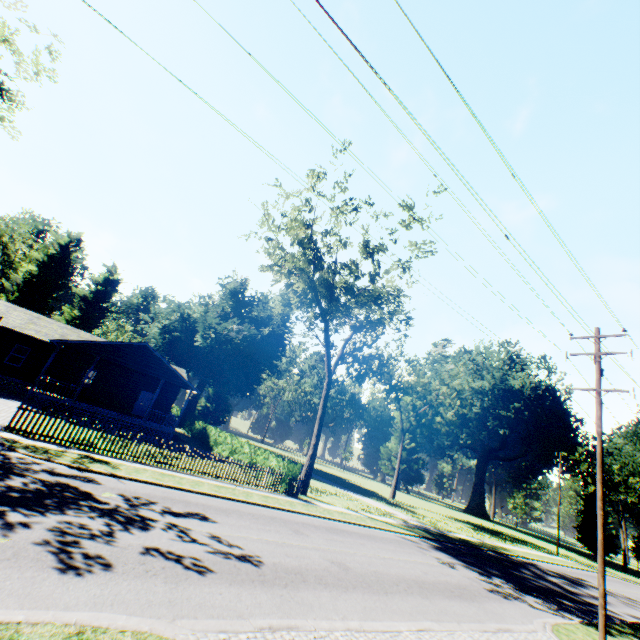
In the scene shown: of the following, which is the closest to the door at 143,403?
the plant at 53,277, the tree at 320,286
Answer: the tree at 320,286

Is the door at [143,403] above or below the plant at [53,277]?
below

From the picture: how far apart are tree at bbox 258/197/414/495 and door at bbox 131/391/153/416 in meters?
16.7 m

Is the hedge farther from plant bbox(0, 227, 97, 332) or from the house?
plant bbox(0, 227, 97, 332)

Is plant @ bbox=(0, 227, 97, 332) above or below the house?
above

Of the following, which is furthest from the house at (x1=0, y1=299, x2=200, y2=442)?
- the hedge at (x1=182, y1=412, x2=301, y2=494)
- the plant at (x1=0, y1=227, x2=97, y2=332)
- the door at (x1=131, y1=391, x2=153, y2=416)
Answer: the plant at (x1=0, y1=227, x2=97, y2=332)

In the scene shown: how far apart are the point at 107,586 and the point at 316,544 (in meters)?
8.14

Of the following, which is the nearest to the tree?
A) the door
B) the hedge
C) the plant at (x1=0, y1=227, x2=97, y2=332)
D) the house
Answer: the hedge
